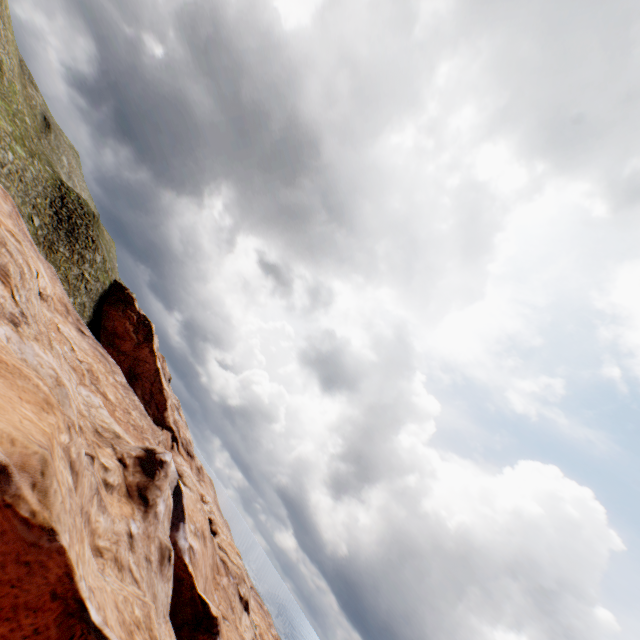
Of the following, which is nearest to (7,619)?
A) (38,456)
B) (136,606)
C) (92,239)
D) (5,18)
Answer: (38,456)
